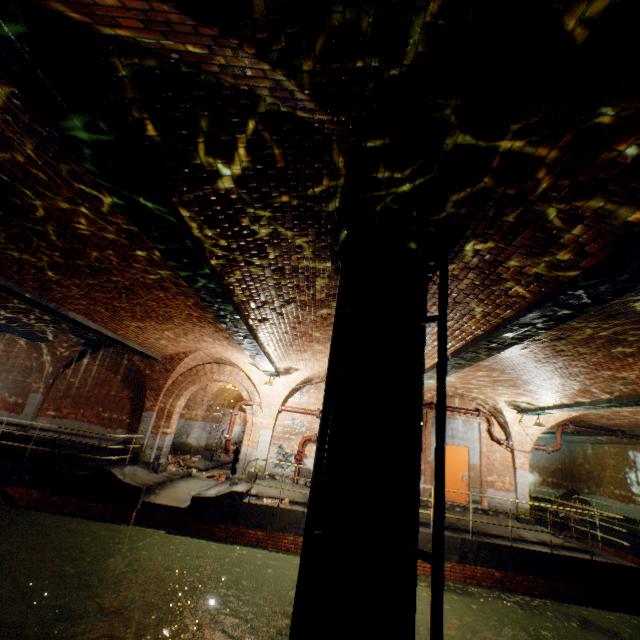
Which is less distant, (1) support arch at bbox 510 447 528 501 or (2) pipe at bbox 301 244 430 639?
(2) pipe at bbox 301 244 430 639

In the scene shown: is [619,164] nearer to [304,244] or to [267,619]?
[304,244]

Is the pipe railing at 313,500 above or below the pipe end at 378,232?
below

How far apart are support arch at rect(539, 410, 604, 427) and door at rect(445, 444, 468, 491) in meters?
1.7 m

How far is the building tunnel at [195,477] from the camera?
13.41m

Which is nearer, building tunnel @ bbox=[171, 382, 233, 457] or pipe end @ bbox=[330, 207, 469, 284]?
pipe end @ bbox=[330, 207, 469, 284]

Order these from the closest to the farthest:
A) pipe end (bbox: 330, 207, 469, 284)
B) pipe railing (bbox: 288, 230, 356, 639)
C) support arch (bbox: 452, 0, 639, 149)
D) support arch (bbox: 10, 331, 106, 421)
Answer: support arch (bbox: 452, 0, 639, 149) < pipe railing (bbox: 288, 230, 356, 639) < pipe end (bbox: 330, 207, 469, 284) < support arch (bbox: 10, 331, 106, 421)

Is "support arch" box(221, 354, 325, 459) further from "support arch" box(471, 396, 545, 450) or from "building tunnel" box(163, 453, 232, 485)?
"support arch" box(471, 396, 545, 450)
